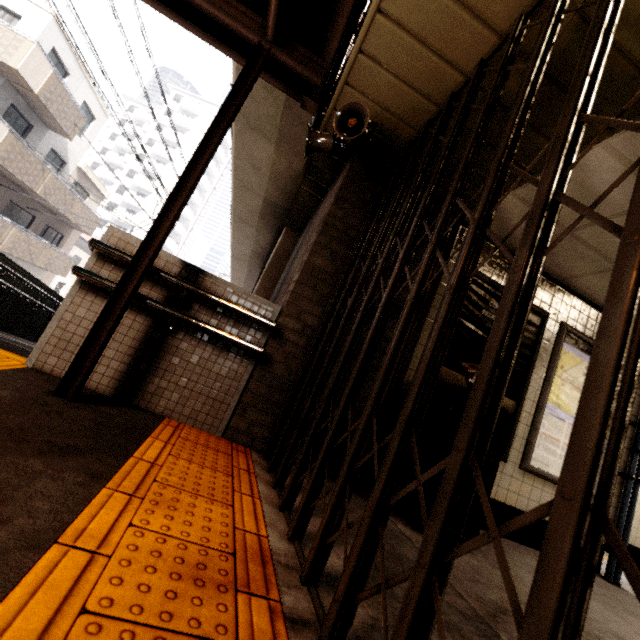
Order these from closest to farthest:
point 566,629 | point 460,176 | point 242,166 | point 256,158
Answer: point 566,629 < point 460,176 < point 256,158 < point 242,166

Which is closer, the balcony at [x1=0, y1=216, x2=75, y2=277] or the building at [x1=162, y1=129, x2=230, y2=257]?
the balcony at [x1=0, y1=216, x2=75, y2=277]

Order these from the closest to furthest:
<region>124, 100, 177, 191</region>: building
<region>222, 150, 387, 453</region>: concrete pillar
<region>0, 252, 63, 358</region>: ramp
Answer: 1. <region>222, 150, 387, 453</region>: concrete pillar
2. <region>0, 252, 63, 358</region>: ramp
3. <region>124, 100, 177, 191</region>: building

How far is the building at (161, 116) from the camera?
49.2 meters

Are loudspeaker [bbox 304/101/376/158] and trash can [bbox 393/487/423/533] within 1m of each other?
no

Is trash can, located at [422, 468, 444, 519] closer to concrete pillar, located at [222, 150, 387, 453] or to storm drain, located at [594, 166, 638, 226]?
concrete pillar, located at [222, 150, 387, 453]

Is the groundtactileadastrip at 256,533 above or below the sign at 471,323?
below

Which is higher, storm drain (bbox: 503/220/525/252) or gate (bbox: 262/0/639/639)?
storm drain (bbox: 503/220/525/252)
